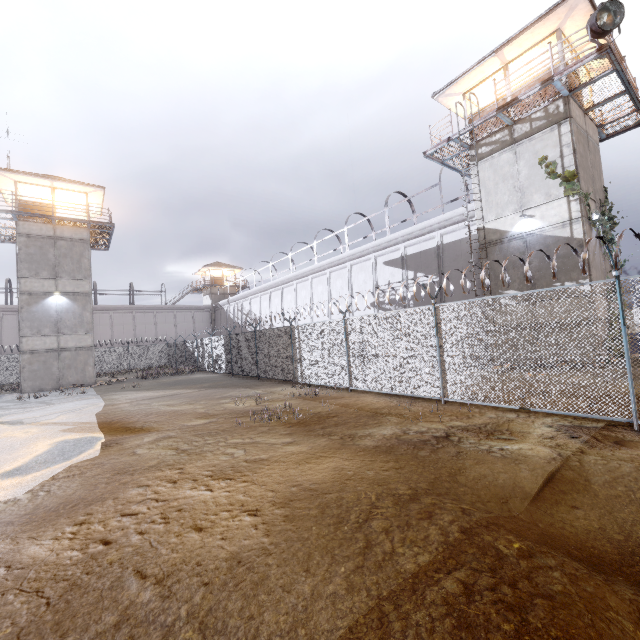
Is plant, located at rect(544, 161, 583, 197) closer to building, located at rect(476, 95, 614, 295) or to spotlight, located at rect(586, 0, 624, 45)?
building, located at rect(476, 95, 614, 295)

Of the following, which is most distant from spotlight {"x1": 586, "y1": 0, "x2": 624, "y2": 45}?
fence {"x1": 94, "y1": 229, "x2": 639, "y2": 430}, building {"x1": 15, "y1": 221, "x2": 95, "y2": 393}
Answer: building {"x1": 15, "y1": 221, "x2": 95, "y2": 393}

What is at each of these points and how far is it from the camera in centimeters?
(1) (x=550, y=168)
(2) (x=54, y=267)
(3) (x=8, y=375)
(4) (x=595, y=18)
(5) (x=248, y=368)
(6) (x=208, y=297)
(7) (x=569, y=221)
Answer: (1) plant, 1301cm
(2) building, 2273cm
(3) fence, 2972cm
(4) spotlight, 1038cm
(5) fence, 1986cm
(6) building, 4866cm
(7) building, 1266cm

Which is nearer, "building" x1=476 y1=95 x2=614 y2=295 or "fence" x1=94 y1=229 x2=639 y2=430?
"fence" x1=94 y1=229 x2=639 y2=430

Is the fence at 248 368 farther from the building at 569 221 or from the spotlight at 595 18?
the spotlight at 595 18

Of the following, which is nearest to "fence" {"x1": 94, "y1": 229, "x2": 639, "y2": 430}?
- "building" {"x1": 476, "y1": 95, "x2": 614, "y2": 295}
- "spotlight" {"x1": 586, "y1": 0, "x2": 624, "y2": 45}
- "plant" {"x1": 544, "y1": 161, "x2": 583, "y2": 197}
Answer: "building" {"x1": 476, "y1": 95, "x2": 614, "y2": 295}

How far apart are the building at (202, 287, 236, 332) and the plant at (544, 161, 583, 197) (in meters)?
42.77

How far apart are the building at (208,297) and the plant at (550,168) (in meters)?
42.77
